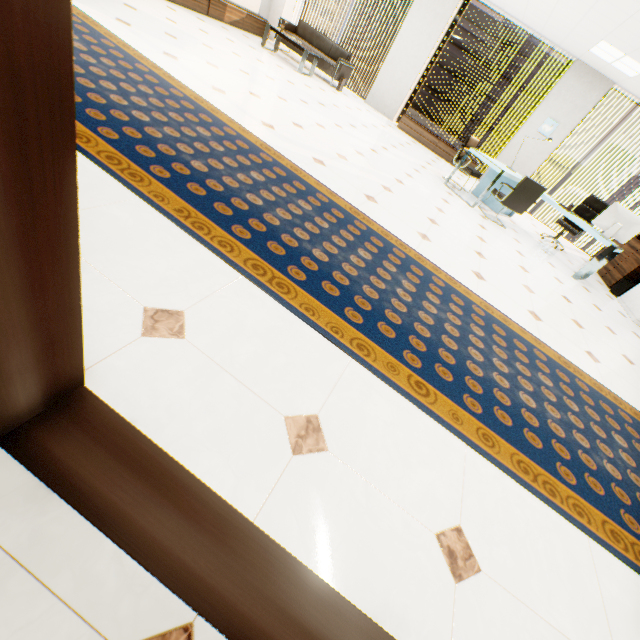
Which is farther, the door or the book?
the book

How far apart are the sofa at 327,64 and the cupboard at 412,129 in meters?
1.8

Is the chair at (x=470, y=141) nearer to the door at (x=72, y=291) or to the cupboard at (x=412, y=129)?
the cupboard at (x=412, y=129)

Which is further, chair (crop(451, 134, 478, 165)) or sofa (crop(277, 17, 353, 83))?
sofa (crop(277, 17, 353, 83))

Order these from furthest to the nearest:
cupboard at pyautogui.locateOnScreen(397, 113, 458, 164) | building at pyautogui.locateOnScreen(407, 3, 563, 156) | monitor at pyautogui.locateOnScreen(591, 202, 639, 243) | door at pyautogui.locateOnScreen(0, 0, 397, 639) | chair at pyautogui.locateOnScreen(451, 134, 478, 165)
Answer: building at pyautogui.locateOnScreen(407, 3, 563, 156)
cupboard at pyautogui.locateOnScreen(397, 113, 458, 164)
chair at pyautogui.locateOnScreen(451, 134, 478, 165)
monitor at pyautogui.locateOnScreen(591, 202, 639, 243)
door at pyautogui.locateOnScreen(0, 0, 397, 639)

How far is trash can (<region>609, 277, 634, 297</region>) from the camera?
6.45m

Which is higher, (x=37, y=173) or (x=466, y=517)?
(x=37, y=173)

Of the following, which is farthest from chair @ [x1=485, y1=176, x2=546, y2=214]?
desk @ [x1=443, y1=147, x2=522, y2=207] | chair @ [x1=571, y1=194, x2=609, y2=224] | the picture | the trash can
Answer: the picture
